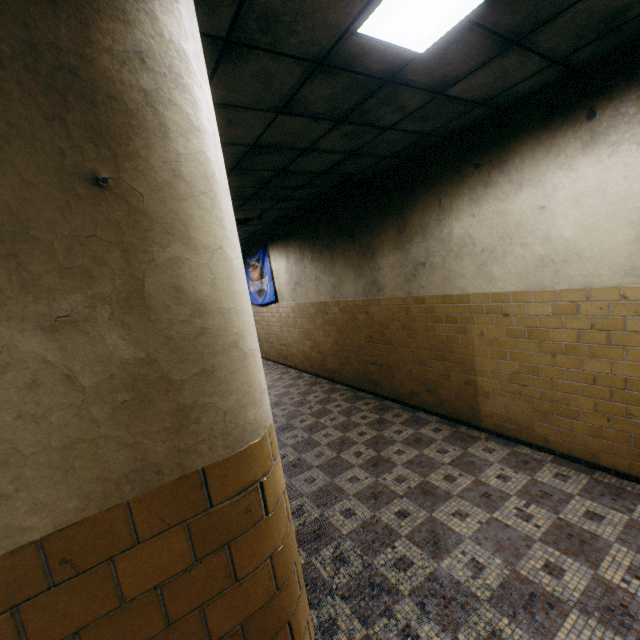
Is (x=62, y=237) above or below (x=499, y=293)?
above

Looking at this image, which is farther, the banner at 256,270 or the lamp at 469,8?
the banner at 256,270

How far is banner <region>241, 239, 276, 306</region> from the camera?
9.4 meters

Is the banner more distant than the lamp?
Yes

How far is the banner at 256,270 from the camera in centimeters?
941cm

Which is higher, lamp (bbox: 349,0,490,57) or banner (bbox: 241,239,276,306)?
lamp (bbox: 349,0,490,57)
